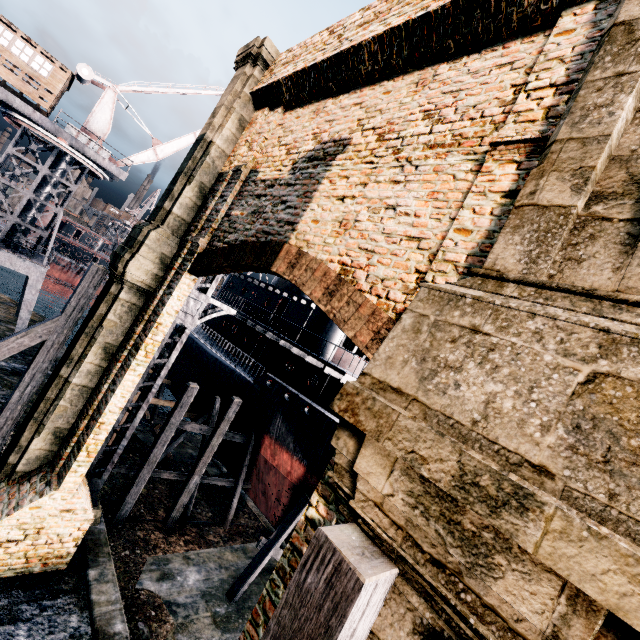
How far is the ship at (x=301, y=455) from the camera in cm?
1680

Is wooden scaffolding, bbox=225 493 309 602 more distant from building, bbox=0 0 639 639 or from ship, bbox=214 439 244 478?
building, bbox=0 0 639 639

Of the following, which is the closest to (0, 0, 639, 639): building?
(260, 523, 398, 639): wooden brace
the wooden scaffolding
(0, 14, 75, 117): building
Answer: (260, 523, 398, 639): wooden brace

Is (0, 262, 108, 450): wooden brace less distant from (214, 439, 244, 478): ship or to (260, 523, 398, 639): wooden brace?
(214, 439, 244, 478): ship

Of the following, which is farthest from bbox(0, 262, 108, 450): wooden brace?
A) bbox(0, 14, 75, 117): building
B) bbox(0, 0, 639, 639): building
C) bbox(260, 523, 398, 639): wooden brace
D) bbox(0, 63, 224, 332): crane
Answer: bbox(0, 14, 75, 117): building

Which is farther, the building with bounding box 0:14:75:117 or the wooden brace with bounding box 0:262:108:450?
the building with bounding box 0:14:75:117

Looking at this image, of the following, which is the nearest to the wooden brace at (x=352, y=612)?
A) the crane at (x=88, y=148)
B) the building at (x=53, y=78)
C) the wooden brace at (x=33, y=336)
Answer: the wooden brace at (x=33, y=336)

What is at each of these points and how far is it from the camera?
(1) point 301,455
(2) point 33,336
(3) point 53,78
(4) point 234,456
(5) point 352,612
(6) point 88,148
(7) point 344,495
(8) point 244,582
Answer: (1) ship, 16.66m
(2) wooden brace, 10.22m
(3) building, 21.09m
(4) ship, 21.03m
(5) wooden brace, 1.97m
(6) crane, 23.00m
(7) building, 3.02m
(8) wooden scaffolding, 14.96m
